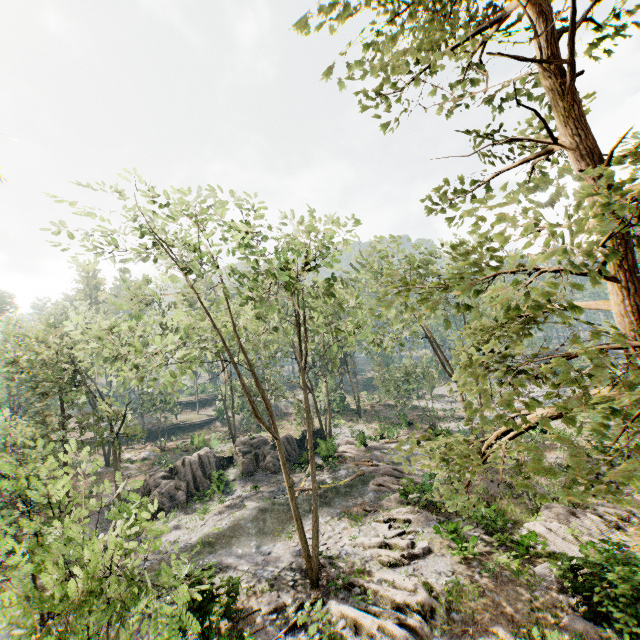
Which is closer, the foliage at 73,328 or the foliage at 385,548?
the foliage at 73,328

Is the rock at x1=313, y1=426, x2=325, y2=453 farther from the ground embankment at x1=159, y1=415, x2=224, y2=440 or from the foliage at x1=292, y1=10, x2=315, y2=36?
the ground embankment at x1=159, y1=415, x2=224, y2=440

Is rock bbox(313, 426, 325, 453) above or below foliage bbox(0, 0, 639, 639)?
above

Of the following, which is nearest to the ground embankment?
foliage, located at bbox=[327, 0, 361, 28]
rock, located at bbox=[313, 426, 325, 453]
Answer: foliage, located at bbox=[327, 0, 361, 28]

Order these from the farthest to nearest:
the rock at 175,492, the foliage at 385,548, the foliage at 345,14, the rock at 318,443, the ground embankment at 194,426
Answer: the ground embankment at 194,426
the rock at 318,443
the rock at 175,492
the foliage at 385,548
the foliage at 345,14

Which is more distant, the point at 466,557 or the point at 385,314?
the point at 385,314
